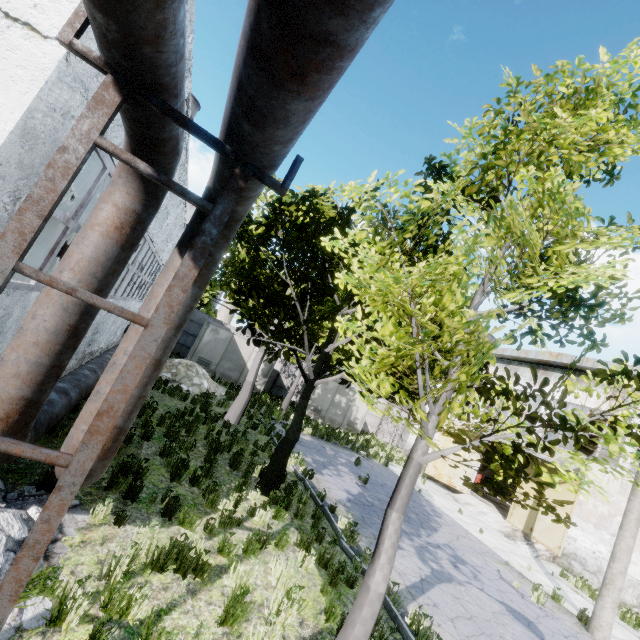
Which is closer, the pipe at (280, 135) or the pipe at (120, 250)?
the pipe at (280, 135)

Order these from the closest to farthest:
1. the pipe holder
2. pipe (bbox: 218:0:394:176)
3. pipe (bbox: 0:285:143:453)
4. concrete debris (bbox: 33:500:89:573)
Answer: pipe (bbox: 218:0:394:176) → the pipe holder → pipe (bbox: 0:285:143:453) → concrete debris (bbox: 33:500:89:573)

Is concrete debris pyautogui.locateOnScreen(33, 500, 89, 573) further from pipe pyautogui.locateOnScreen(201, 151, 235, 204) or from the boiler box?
the boiler box

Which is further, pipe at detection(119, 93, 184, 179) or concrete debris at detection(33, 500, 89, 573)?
concrete debris at detection(33, 500, 89, 573)

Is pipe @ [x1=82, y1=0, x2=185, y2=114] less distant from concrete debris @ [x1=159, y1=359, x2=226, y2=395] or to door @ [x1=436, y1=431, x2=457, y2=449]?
concrete debris @ [x1=159, y1=359, x2=226, y2=395]

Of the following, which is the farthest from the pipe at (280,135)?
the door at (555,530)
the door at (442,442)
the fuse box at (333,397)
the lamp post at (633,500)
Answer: the door at (555,530)

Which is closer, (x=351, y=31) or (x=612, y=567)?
(x=351, y=31)

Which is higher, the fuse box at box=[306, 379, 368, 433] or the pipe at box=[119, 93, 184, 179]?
the pipe at box=[119, 93, 184, 179]
